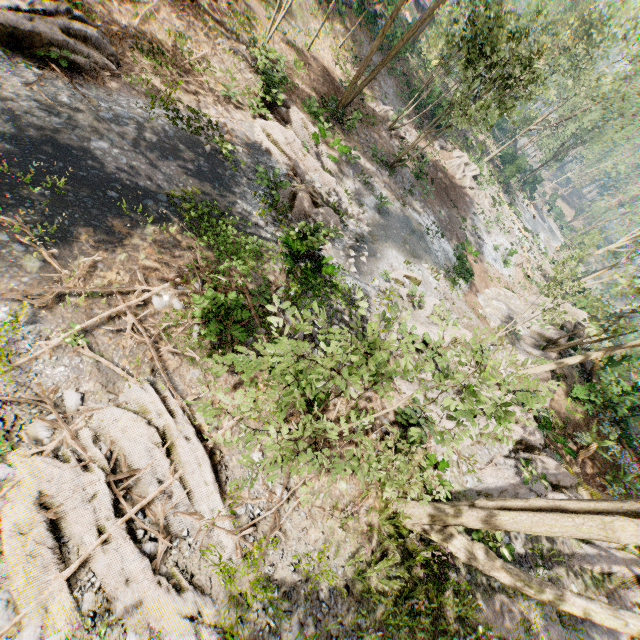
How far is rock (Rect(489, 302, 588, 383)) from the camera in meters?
17.3 m

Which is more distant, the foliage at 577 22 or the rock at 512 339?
the rock at 512 339

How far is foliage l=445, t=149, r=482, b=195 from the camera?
30.7 meters

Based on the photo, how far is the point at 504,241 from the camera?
32.5 meters

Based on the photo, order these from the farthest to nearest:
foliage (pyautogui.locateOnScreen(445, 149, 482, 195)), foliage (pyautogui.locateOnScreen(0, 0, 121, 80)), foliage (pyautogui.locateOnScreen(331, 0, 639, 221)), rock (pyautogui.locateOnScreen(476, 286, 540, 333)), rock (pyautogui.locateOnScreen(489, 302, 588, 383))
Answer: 1. foliage (pyautogui.locateOnScreen(445, 149, 482, 195))
2. rock (pyautogui.locateOnScreen(476, 286, 540, 333))
3. rock (pyautogui.locateOnScreen(489, 302, 588, 383))
4. foliage (pyautogui.locateOnScreen(331, 0, 639, 221))
5. foliage (pyautogui.locateOnScreen(0, 0, 121, 80))
